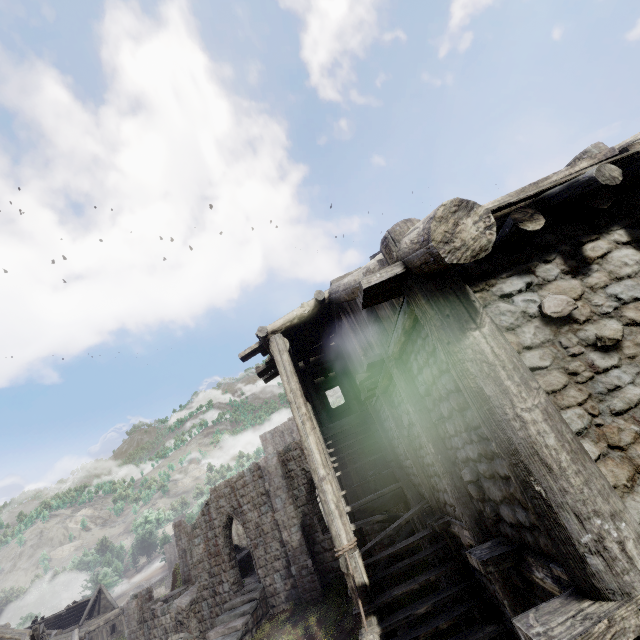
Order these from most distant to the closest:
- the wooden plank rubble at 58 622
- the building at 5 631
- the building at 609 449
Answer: the wooden plank rubble at 58 622, the building at 5 631, the building at 609 449

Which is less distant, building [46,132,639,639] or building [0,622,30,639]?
building [46,132,639,639]

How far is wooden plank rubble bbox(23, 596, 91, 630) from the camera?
37.6 meters

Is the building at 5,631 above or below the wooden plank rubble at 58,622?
above

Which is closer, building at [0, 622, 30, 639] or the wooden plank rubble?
building at [0, 622, 30, 639]

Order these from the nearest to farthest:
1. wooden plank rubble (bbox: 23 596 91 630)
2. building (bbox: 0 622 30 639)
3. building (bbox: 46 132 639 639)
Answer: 1. building (bbox: 46 132 639 639)
2. building (bbox: 0 622 30 639)
3. wooden plank rubble (bbox: 23 596 91 630)

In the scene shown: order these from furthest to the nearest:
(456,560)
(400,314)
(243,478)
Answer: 1. (243,478)
2. (456,560)
3. (400,314)
